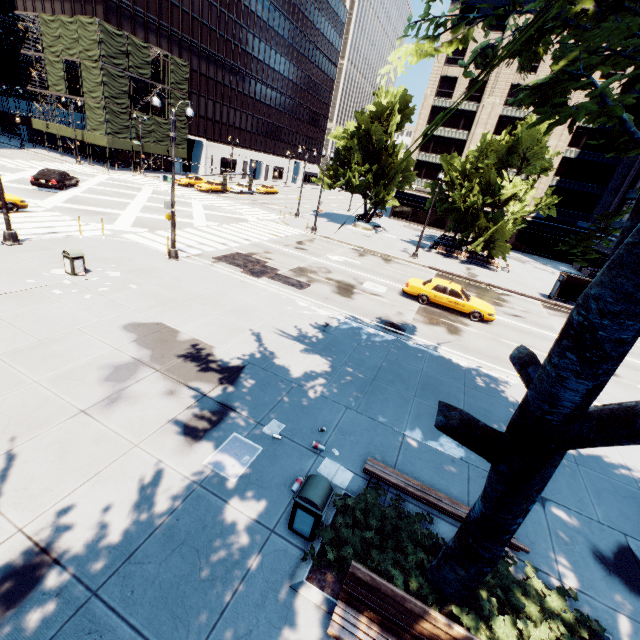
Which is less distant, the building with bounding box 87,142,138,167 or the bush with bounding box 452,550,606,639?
the bush with bounding box 452,550,606,639

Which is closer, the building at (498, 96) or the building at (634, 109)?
the building at (634, 109)

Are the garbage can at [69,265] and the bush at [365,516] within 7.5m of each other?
no

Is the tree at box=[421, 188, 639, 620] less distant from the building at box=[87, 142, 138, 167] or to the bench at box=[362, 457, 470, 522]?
the bench at box=[362, 457, 470, 522]

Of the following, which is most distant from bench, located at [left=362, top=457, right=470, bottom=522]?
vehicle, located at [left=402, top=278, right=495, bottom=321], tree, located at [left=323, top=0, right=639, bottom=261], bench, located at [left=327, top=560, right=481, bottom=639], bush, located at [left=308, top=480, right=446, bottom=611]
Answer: vehicle, located at [left=402, top=278, right=495, bottom=321]

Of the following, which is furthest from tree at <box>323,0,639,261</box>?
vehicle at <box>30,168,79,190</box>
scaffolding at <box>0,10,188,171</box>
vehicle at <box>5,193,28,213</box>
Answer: scaffolding at <box>0,10,188,171</box>

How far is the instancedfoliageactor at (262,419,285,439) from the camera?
7.55m

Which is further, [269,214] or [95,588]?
[269,214]
